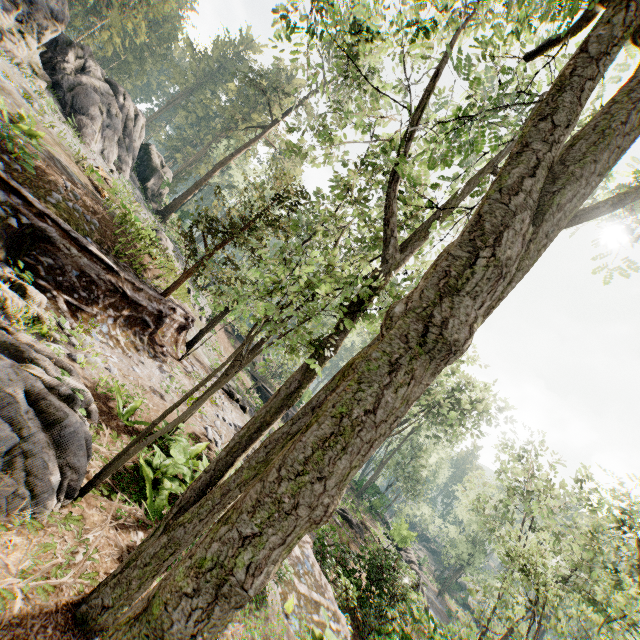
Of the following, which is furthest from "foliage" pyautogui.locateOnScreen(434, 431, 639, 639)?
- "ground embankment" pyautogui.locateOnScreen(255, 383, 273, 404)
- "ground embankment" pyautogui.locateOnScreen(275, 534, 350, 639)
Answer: "ground embankment" pyautogui.locateOnScreen(255, 383, 273, 404)

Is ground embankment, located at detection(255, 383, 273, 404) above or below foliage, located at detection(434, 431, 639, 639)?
below

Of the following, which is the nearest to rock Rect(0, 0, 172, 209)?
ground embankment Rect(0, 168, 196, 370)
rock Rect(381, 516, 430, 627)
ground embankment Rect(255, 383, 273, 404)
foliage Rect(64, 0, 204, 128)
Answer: foliage Rect(64, 0, 204, 128)

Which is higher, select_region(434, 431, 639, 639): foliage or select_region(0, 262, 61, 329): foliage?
select_region(434, 431, 639, 639): foliage

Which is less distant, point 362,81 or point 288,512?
point 288,512

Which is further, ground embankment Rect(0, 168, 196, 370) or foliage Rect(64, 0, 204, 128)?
foliage Rect(64, 0, 204, 128)

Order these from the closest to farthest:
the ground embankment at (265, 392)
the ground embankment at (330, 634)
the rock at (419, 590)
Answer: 1. the ground embankment at (330, 634)
2. the rock at (419, 590)
3. the ground embankment at (265, 392)

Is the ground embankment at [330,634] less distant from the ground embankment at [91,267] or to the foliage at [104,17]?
the foliage at [104,17]
